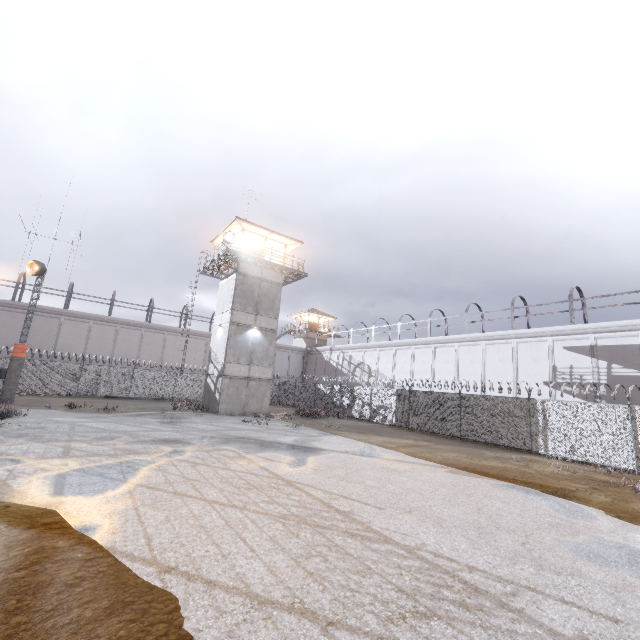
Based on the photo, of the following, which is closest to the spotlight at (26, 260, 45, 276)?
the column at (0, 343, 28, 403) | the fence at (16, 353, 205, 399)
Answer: the fence at (16, 353, 205, 399)

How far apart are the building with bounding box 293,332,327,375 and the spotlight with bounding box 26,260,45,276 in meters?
33.7 m

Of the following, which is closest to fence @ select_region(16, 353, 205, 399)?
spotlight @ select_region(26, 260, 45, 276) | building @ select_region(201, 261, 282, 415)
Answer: spotlight @ select_region(26, 260, 45, 276)

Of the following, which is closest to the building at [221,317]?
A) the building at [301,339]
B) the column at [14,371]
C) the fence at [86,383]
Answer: the fence at [86,383]

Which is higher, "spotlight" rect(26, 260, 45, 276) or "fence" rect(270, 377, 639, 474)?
"spotlight" rect(26, 260, 45, 276)

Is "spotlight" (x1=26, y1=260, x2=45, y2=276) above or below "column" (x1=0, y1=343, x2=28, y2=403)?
above

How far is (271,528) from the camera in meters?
5.8

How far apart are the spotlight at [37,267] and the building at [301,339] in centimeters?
3368cm
